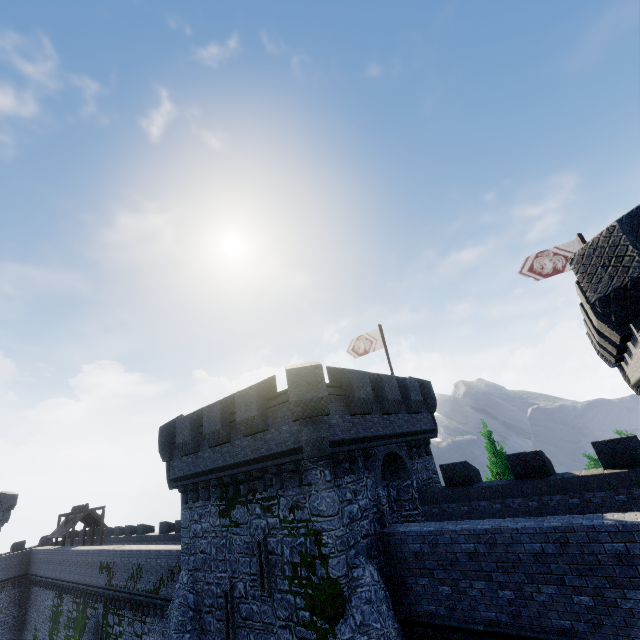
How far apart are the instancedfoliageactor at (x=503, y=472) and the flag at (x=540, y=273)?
9.65m

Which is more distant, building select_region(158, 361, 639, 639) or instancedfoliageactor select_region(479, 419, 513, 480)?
instancedfoliageactor select_region(479, 419, 513, 480)

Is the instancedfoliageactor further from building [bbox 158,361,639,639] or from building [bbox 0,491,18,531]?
building [bbox 0,491,18,531]

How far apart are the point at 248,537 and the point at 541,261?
18.0m

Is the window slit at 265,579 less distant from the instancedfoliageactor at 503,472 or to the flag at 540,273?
the instancedfoliageactor at 503,472

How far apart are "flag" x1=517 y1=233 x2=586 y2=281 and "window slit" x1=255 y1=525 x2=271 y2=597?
16.1 meters

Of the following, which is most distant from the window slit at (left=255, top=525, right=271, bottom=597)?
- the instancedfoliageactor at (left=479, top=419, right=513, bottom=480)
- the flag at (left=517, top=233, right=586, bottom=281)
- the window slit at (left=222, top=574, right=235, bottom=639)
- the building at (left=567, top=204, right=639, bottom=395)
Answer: the flag at (left=517, top=233, right=586, bottom=281)

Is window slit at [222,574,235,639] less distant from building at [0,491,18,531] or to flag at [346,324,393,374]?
flag at [346,324,393,374]
